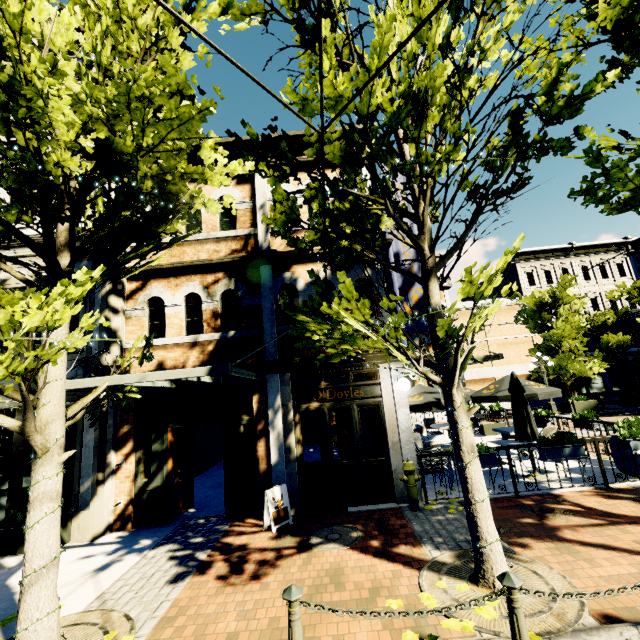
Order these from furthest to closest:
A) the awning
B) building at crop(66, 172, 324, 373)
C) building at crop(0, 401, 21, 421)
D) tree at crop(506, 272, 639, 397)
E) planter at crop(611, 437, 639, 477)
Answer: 1. tree at crop(506, 272, 639, 397)
2. building at crop(66, 172, 324, 373)
3. building at crop(0, 401, 21, 421)
4. planter at crop(611, 437, 639, 477)
5. the awning

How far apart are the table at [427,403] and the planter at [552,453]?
2.6m

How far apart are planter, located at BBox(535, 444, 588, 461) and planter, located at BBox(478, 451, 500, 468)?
1.0 meters

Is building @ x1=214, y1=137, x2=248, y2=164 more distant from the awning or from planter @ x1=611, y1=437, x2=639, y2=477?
planter @ x1=611, y1=437, x2=639, y2=477

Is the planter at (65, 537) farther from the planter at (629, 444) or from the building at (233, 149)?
the planter at (629, 444)

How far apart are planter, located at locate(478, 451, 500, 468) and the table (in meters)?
2.18

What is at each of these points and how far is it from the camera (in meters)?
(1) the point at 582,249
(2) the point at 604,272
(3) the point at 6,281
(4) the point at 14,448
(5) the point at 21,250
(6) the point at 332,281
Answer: (1) building, 29.38
(2) building, 29.12
(3) building, 8.18
(4) building, 7.39
(5) building, 8.30
(6) building, 8.39

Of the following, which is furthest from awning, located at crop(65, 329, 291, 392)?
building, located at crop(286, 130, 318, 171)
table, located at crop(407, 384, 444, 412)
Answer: table, located at crop(407, 384, 444, 412)
